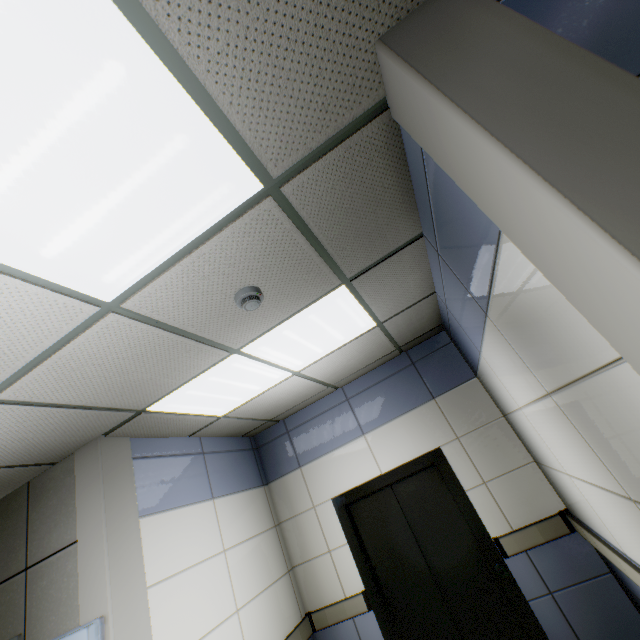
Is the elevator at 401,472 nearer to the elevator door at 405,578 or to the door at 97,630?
the elevator door at 405,578

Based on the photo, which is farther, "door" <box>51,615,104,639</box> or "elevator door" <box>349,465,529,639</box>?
"elevator door" <box>349,465,529,639</box>

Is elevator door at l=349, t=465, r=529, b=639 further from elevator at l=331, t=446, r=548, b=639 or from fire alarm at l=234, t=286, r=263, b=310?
fire alarm at l=234, t=286, r=263, b=310

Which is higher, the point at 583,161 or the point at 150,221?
the point at 150,221

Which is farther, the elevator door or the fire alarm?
the elevator door

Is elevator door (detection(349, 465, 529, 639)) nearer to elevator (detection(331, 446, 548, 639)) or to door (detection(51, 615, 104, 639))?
elevator (detection(331, 446, 548, 639))

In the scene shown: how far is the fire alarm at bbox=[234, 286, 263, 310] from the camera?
1.9 meters

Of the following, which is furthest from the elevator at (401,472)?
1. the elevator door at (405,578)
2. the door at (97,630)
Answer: the door at (97,630)
